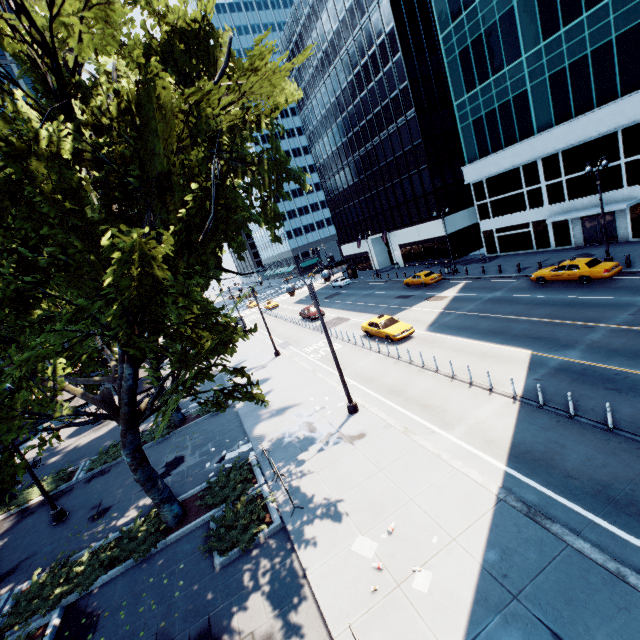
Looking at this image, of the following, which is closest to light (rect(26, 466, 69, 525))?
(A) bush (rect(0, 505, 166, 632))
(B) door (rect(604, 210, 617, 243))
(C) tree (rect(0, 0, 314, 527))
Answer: (C) tree (rect(0, 0, 314, 527))

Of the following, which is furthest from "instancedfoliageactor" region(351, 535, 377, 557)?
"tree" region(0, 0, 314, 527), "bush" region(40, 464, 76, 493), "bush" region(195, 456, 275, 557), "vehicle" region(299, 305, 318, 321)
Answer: "vehicle" region(299, 305, 318, 321)

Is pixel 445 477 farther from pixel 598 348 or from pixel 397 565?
pixel 598 348

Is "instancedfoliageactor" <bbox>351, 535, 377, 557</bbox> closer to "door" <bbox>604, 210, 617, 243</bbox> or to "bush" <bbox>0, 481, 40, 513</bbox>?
"bush" <bbox>0, 481, 40, 513</bbox>

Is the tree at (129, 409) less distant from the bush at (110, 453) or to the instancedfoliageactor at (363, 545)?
the bush at (110, 453)

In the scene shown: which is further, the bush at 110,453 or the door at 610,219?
the door at 610,219

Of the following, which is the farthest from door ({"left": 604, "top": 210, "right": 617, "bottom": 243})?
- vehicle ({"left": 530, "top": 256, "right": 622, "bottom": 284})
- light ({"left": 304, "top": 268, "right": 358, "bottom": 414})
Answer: light ({"left": 304, "top": 268, "right": 358, "bottom": 414})

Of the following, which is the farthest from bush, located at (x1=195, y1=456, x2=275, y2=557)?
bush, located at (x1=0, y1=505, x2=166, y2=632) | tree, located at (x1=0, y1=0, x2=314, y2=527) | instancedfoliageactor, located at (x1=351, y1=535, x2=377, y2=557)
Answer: instancedfoliageactor, located at (x1=351, y1=535, x2=377, y2=557)
